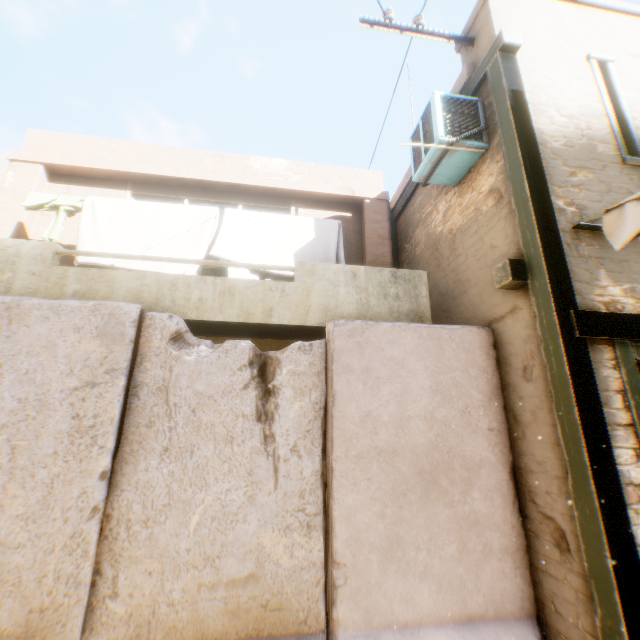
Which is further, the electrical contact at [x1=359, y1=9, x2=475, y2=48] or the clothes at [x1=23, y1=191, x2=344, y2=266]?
the clothes at [x1=23, y1=191, x2=344, y2=266]

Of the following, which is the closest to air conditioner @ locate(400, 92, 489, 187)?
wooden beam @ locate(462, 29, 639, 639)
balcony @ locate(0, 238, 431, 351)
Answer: wooden beam @ locate(462, 29, 639, 639)

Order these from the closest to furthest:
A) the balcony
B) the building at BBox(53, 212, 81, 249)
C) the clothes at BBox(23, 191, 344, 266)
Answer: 1. the balcony
2. the clothes at BBox(23, 191, 344, 266)
3. the building at BBox(53, 212, 81, 249)

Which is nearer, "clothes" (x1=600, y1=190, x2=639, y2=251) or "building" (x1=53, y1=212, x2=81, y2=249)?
"clothes" (x1=600, y1=190, x2=639, y2=251)

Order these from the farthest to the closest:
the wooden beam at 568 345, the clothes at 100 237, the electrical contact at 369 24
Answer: the clothes at 100 237 → the electrical contact at 369 24 → the wooden beam at 568 345

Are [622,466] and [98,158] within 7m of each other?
no

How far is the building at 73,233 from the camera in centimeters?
559cm

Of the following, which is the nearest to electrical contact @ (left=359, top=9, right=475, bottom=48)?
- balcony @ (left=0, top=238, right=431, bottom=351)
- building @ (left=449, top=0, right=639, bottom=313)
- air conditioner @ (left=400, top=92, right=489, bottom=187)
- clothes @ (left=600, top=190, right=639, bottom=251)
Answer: building @ (left=449, top=0, right=639, bottom=313)
